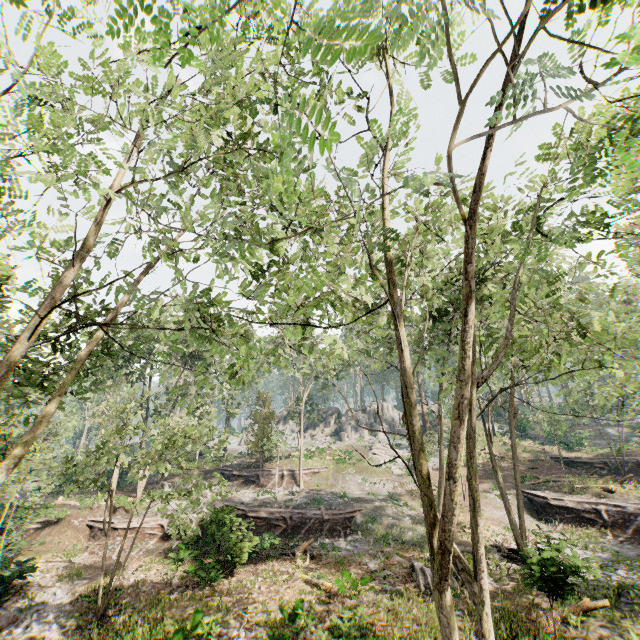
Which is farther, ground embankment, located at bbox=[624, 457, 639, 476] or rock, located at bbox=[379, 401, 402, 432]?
rock, located at bbox=[379, 401, 402, 432]

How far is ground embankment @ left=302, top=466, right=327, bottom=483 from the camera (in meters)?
33.88

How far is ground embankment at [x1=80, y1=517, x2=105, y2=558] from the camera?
20.5 meters

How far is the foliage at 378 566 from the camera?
16.1 meters

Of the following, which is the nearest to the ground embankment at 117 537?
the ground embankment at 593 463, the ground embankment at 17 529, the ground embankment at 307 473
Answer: the ground embankment at 17 529

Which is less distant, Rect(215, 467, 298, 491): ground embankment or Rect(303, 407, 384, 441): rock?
Rect(215, 467, 298, 491): ground embankment

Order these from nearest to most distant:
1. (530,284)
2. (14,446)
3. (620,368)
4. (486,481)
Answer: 1. (530,284)
2. (14,446)
3. (486,481)
4. (620,368)

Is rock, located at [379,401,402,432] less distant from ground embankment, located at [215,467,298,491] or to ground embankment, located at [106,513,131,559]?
ground embankment, located at [215,467,298,491]
